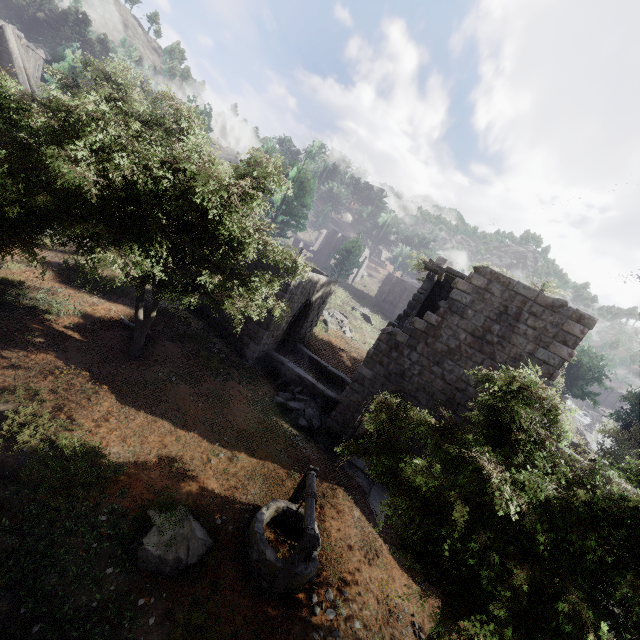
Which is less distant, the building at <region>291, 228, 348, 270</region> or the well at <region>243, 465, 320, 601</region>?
the well at <region>243, 465, 320, 601</region>

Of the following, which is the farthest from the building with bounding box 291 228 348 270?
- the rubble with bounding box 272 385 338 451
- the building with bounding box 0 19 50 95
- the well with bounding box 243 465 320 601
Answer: the well with bounding box 243 465 320 601

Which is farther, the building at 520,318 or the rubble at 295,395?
the rubble at 295,395

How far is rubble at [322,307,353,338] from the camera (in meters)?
29.19

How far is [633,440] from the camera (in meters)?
19.00

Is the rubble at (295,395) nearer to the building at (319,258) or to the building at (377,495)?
the building at (377,495)

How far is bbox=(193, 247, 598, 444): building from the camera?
11.3m

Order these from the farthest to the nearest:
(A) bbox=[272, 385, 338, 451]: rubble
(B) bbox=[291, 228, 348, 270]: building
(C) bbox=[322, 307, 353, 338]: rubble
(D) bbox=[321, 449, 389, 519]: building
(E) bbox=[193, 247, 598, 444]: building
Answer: (B) bbox=[291, 228, 348, 270]: building < (C) bbox=[322, 307, 353, 338]: rubble < (A) bbox=[272, 385, 338, 451]: rubble < (D) bbox=[321, 449, 389, 519]: building < (E) bbox=[193, 247, 598, 444]: building
